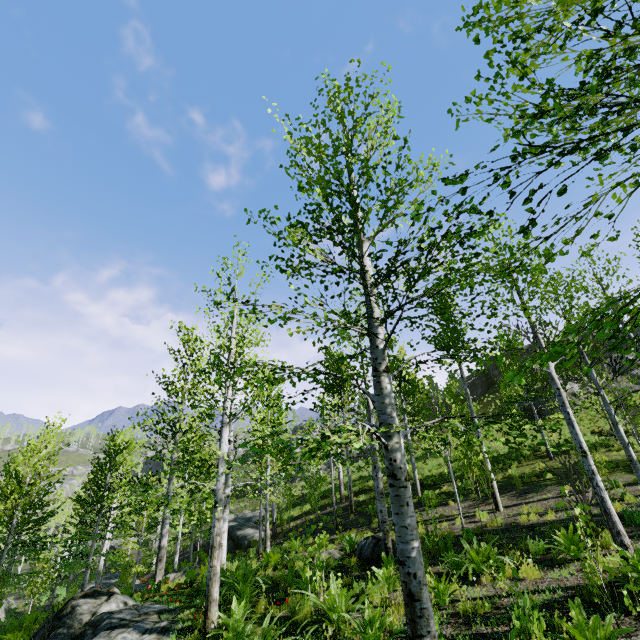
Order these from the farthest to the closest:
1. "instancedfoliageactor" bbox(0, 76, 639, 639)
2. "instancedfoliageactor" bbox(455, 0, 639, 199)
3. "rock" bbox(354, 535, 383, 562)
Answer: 1. "rock" bbox(354, 535, 383, 562)
2. "instancedfoliageactor" bbox(0, 76, 639, 639)
3. "instancedfoliageactor" bbox(455, 0, 639, 199)

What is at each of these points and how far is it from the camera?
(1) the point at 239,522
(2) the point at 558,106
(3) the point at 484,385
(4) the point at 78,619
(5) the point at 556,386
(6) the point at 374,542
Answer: (1) rock, 29.4 meters
(2) instancedfoliageactor, 1.7 meters
(3) rock, 40.7 meters
(4) rock, 9.9 meters
(5) instancedfoliageactor, 7.1 meters
(6) rock, 10.6 meters

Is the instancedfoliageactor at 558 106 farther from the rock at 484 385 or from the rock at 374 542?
the rock at 484 385

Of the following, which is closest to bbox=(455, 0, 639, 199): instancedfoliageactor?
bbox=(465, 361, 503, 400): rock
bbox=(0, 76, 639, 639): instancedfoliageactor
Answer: bbox=(465, 361, 503, 400): rock

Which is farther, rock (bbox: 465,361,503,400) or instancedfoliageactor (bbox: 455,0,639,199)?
rock (bbox: 465,361,503,400)

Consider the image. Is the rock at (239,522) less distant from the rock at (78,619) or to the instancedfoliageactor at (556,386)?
the rock at (78,619)

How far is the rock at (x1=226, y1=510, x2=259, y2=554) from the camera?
22.9 meters

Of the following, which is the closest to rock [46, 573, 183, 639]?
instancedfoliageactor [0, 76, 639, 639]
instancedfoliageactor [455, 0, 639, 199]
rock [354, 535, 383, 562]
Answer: instancedfoliageactor [455, 0, 639, 199]
